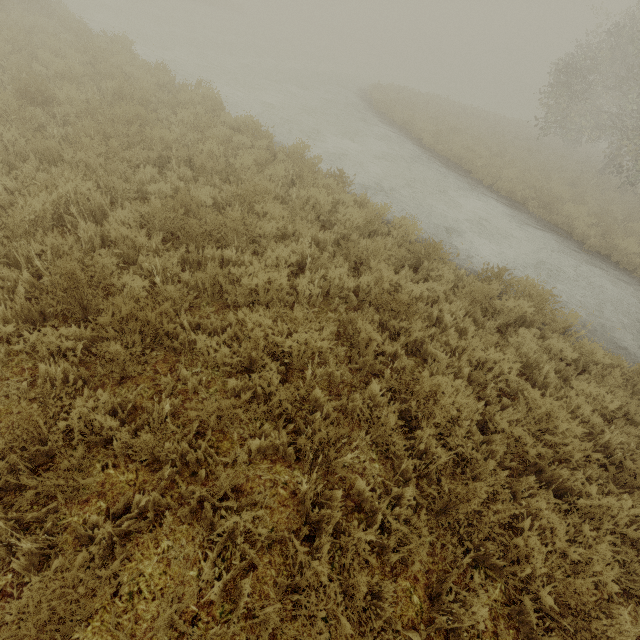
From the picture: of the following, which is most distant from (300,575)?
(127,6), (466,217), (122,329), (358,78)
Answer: (127,6)
